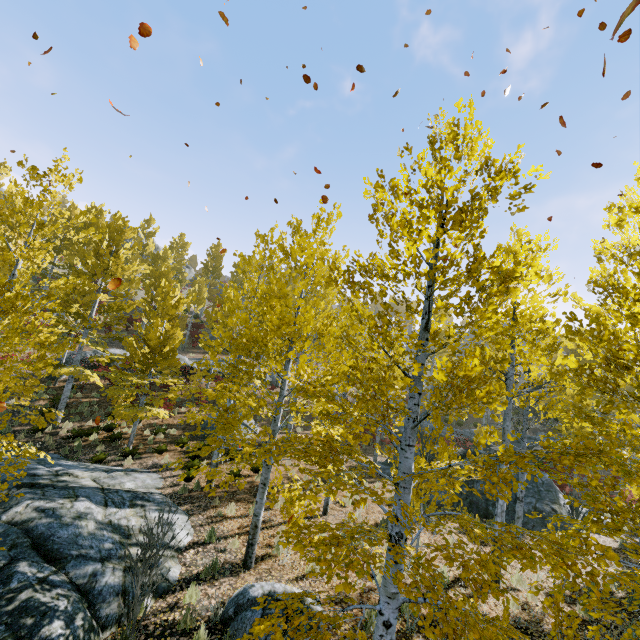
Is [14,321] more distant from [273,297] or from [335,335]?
[335,335]

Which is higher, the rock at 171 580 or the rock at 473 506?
the rock at 473 506

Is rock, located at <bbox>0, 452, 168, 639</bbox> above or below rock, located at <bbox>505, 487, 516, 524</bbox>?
below

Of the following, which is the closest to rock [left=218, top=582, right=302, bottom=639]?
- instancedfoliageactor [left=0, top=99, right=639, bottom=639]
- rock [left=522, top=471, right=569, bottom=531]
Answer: instancedfoliageactor [left=0, top=99, right=639, bottom=639]

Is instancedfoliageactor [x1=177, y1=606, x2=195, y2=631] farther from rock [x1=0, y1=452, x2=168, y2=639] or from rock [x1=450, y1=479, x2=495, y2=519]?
rock [x1=450, y1=479, x2=495, y2=519]

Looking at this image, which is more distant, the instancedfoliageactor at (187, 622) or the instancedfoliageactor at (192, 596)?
the instancedfoliageactor at (192, 596)

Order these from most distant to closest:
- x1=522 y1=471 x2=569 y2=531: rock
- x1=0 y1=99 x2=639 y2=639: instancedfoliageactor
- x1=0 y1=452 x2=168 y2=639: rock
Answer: x1=522 y1=471 x2=569 y2=531: rock → x1=0 y1=452 x2=168 y2=639: rock → x1=0 y1=99 x2=639 y2=639: instancedfoliageactor

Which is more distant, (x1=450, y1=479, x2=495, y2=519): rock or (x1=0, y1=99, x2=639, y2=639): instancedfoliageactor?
(x1=450, y1=479, x2=495, y2=519): rock
